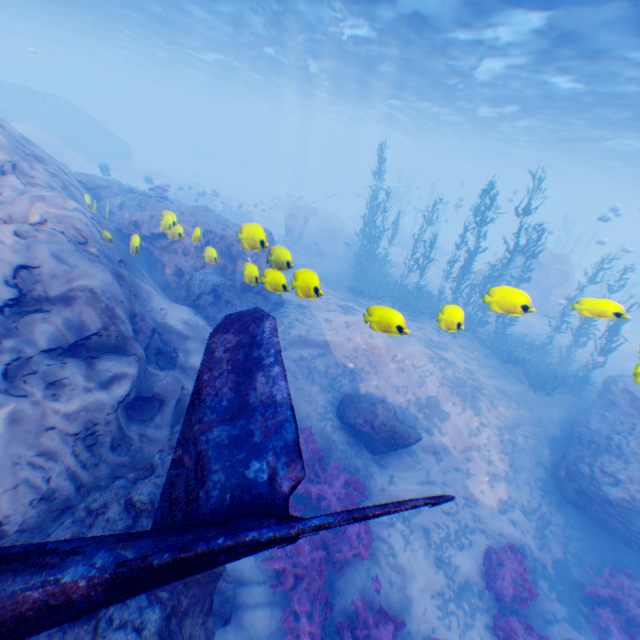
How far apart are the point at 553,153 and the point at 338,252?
28.0m

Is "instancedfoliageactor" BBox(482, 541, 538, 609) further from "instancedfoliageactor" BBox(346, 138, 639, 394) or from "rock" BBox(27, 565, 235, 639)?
"instancedfoliageactor" BBox(346, 138, 639, 394)

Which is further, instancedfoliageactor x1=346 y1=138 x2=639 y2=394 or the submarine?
the submarine

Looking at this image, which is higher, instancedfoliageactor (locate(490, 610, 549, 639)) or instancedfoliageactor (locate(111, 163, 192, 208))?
instancedfoliageactor (locate(111, 163, 192, 208))

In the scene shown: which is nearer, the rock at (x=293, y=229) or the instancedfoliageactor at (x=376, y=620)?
the instancedfoliageactor at (x=376, y=620)

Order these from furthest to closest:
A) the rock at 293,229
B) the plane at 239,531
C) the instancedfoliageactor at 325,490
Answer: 1. the rock at 293,229
2. the instancedfoliageactor at 325,490
3. the plane at 239,531

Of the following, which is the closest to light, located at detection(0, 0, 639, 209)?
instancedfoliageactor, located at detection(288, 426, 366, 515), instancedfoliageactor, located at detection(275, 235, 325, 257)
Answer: instancedfoliageactor, located at detection(288, 426, 366, 515)

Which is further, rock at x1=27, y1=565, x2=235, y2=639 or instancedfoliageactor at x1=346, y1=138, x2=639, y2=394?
instancedfoliageactor at x1=346, y1=138, x2=639, y2=394
